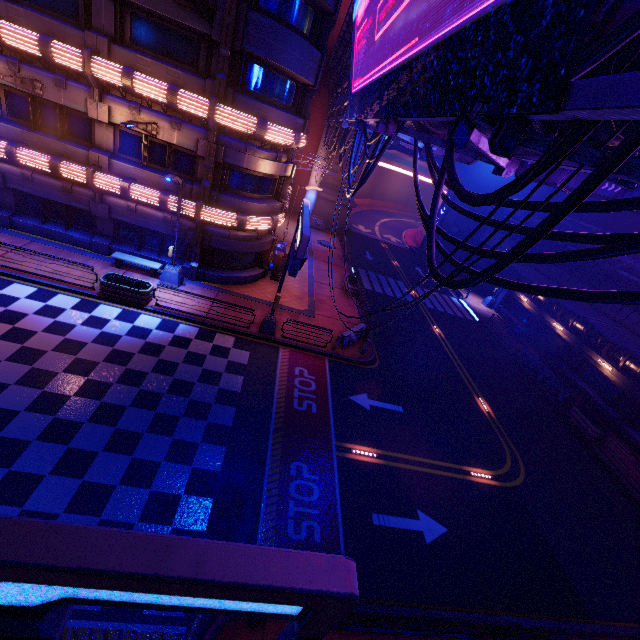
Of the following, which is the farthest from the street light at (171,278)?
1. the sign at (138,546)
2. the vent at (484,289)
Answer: the vent at (484,289)

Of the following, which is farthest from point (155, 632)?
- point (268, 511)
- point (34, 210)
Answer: point (34, 210)

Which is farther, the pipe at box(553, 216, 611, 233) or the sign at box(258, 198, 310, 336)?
the pipe at box(553, 216, 611, 233)

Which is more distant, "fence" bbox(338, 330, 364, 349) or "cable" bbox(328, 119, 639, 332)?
"fence" bbox(338, 330, 364, 349)

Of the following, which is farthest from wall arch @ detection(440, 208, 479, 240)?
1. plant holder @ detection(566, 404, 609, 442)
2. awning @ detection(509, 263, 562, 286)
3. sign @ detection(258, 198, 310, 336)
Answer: plant holder @ detection(566, 404, 609, 442)

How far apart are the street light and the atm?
5.9 meters

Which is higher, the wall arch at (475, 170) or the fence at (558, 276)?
the wall arch at (475, 170)

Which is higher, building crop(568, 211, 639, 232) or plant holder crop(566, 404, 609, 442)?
building crop(568, 211, 639, 232)
